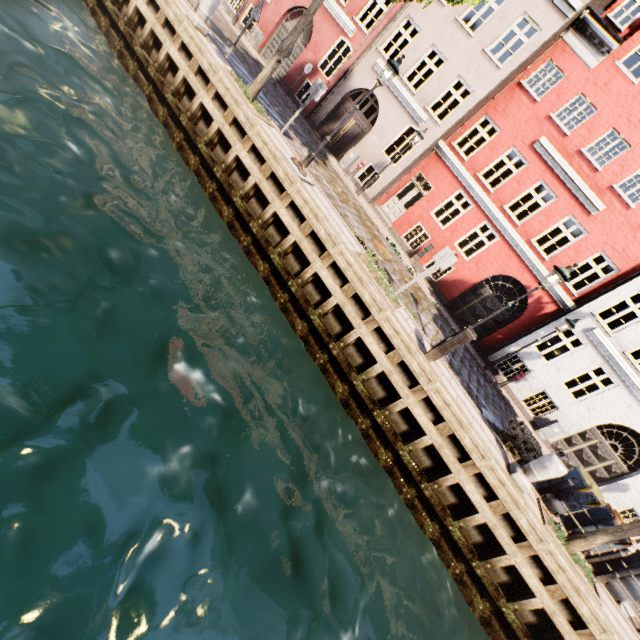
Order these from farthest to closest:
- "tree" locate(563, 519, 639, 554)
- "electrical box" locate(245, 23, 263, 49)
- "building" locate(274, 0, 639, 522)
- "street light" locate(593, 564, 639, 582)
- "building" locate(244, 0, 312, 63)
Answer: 1. "electrical box" locate(245, 23, 263, 49)
2. "building" locate(244, 0, 312, 63)
3. "building" locate(274, 0, 639, 522)
4. "street light" locate(593, 564, 639, 582)
5. "tree" locate(563, 519, 639, 554)

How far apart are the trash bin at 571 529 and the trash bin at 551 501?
0.4m

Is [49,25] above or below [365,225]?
below

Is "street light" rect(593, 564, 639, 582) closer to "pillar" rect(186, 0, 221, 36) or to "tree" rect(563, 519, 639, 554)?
"tree" rect(563, 519, 639, 554)

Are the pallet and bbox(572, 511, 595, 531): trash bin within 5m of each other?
yes

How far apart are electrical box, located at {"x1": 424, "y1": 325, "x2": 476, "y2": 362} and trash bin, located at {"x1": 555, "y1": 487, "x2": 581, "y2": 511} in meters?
5.1

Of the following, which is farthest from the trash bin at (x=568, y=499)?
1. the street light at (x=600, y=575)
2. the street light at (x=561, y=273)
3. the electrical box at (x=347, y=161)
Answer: the electrical box at (x=347, y=161)

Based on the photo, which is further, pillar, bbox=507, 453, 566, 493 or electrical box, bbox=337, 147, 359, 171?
electrical box, bbox=337, 147, 359, 171
